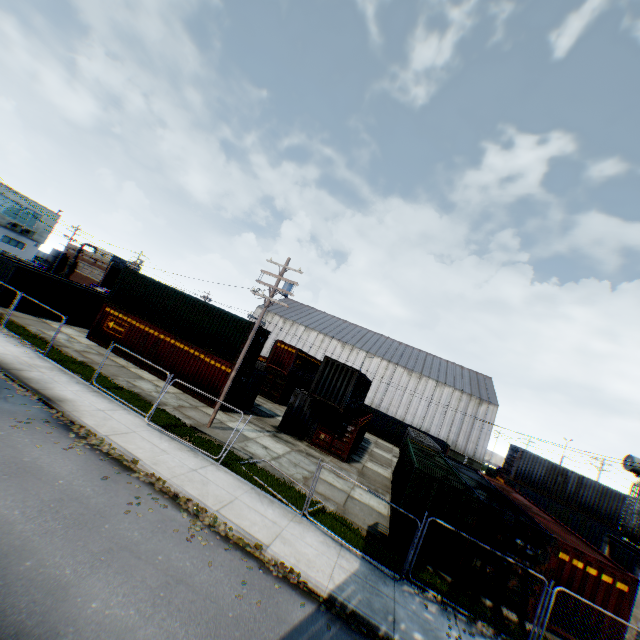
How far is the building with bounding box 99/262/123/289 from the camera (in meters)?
57.19

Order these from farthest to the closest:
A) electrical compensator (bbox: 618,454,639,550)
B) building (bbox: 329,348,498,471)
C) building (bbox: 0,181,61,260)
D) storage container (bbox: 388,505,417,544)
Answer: building (bbox: 329,348,498,471)
building (bbox: 0,181,61,260)
electrical compensator (bbox: 618,454,639,550)
storage container (bbox: 388,505,417,544)

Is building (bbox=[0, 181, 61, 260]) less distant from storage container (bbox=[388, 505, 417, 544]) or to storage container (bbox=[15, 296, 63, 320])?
storage container (bbox=[15, 296, 63, 320])

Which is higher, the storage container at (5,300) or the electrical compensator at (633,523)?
the electrical compensator at (633,523)

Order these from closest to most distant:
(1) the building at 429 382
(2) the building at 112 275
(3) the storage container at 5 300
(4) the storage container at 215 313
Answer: (4) the storage container at 215 313
(3) the storage container at 5 300
(1) the building at 429 382
(2) the building at 112 275

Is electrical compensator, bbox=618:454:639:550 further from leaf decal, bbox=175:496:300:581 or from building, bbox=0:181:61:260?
building, bbox=0:181:61:260

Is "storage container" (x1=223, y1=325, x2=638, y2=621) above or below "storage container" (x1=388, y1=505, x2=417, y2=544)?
above

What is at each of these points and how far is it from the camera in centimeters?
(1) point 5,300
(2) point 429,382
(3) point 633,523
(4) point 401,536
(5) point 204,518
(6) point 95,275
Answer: (1) storage container, 2198cm
(2) building, 5550cm
(3) electrical compensator, 1369cm
(4) storage container, 1283cm
(5) leaf decal, 925cm
(6) building, 5784cm
